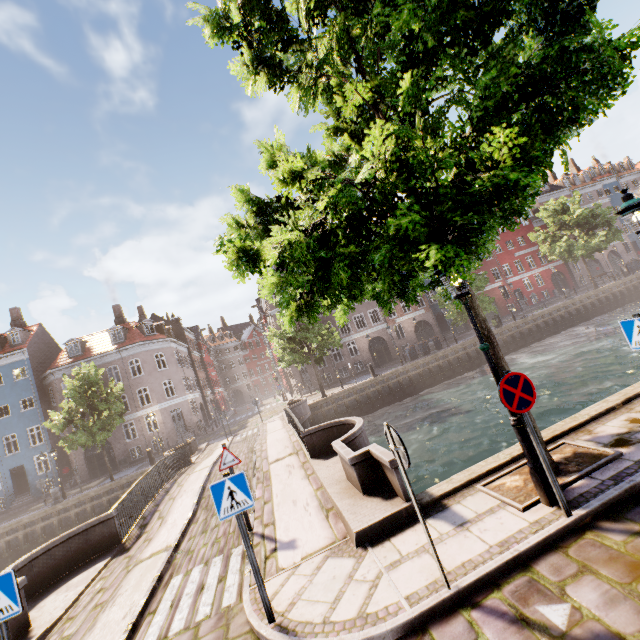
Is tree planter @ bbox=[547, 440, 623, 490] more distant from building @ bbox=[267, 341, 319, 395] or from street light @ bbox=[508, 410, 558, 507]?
building @ bbox=[267, 341, 319, 395]

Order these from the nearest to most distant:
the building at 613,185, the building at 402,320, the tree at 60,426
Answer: the tree at 60,426, the building at 402,320, the building at 613,185

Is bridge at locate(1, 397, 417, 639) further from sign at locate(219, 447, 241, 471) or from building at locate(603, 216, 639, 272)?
building at locate(603, 216, 639, 272)

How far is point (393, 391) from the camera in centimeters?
2644cm

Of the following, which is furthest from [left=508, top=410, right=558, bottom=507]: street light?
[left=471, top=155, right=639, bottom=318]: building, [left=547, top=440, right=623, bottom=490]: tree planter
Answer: [left=471, top=155, right=639, bottom=318]: building

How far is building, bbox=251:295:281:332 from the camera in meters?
38.0 m

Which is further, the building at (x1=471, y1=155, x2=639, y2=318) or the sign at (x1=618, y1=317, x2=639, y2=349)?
the building at (x1=471, y1=155, x2=639, y2=318)

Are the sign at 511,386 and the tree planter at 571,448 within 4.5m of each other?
yes
